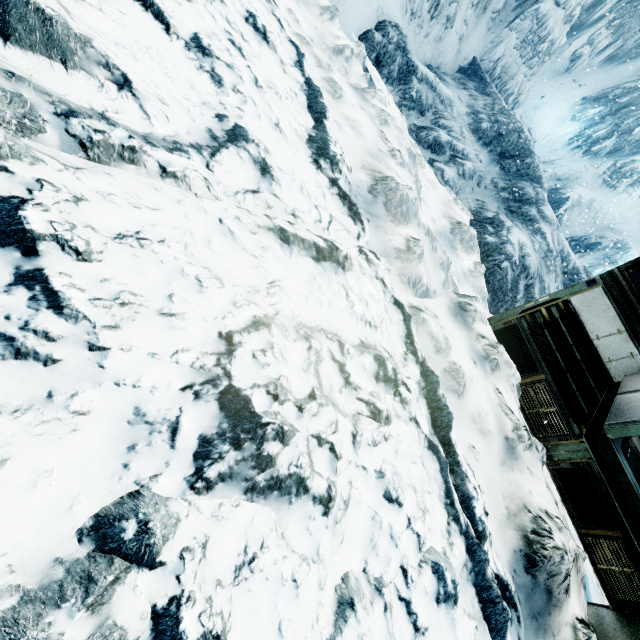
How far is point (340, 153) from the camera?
6.2 meters
